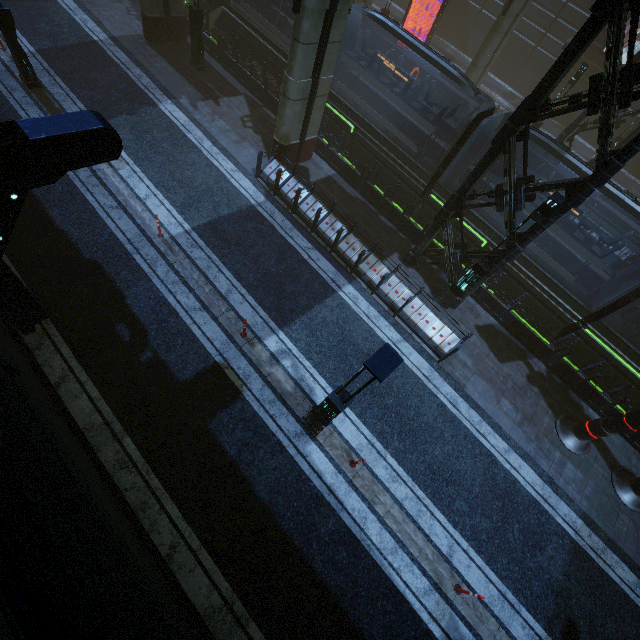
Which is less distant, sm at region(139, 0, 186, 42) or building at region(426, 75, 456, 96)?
sm at region(139, 0, 186, 42)

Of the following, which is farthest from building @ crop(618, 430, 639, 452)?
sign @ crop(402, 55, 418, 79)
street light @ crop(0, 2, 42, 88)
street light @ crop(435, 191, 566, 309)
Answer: street light @ crop(0, 2, 42, 88)

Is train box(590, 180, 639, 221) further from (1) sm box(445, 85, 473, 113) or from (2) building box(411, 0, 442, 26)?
(1) sm box(445, 85, 473, 113)

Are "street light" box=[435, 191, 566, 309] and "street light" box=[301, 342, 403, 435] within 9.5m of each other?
yes

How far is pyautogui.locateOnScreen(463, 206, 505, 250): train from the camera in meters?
13.2

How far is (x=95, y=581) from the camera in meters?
3.4 m

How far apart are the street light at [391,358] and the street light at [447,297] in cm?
664

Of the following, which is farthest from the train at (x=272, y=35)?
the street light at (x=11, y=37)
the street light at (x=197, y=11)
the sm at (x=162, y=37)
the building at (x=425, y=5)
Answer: the street light at (x=11, y=37)
